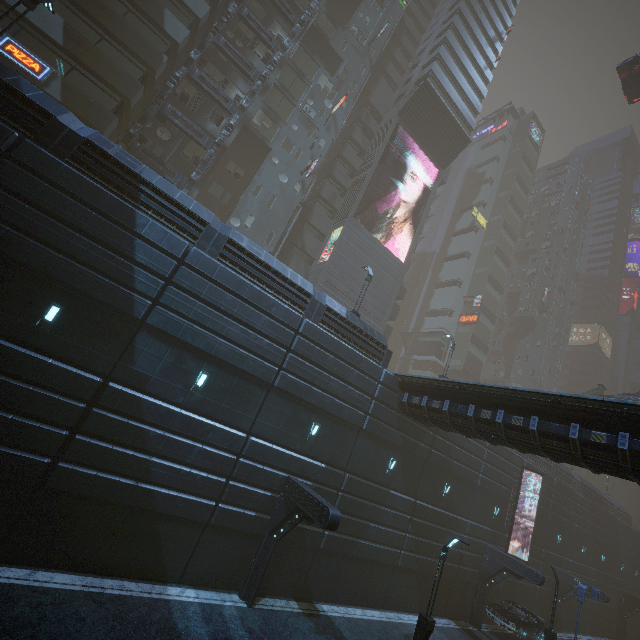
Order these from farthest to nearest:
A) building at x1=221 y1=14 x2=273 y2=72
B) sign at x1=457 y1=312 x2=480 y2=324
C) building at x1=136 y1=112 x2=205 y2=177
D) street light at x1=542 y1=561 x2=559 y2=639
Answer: sign at x1=457 y1=312 x2=480 y2=324
building at x1=221 y1=14 x2=273 y2=72
building at x1=136 y1=112 x2=205 y2=177
street light at x1=542 y1=561 x2=559 y2=639

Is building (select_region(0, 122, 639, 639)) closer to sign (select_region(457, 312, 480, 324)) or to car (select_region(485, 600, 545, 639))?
sign (select_region(457, 312, 480, 324))

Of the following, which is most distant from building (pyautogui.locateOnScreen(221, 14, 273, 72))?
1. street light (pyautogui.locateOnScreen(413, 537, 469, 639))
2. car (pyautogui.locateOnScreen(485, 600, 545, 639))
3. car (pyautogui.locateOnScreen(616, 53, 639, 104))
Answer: street light (pyautogui.locateOnScreen(413, 537, 469, 639))

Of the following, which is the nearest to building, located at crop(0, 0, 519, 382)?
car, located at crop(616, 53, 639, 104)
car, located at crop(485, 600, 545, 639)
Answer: car, located at crop(485, 600, 545, 639)

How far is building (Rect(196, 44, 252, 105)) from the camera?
26.6m

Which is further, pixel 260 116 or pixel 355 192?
pixel 355 192

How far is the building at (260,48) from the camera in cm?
2783

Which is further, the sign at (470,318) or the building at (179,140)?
the sign at (470,318)
